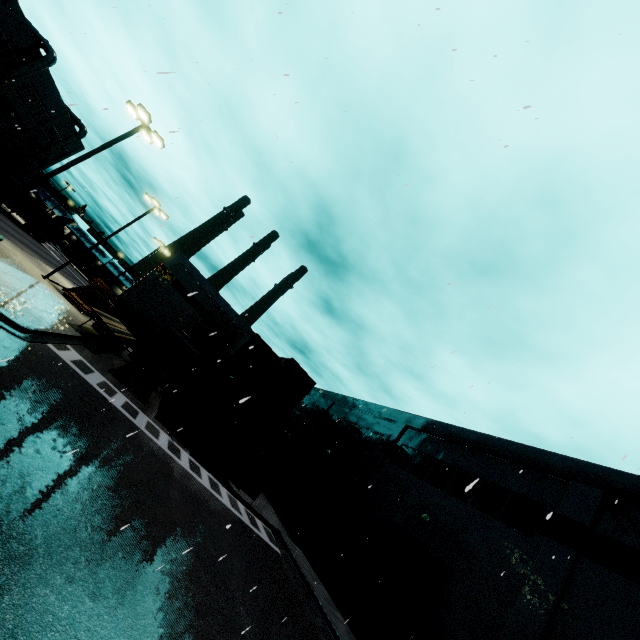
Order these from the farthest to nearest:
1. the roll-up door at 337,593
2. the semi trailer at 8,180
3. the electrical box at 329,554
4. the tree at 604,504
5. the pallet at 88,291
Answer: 1. the semi trailer at 8,180
2. the pallet at 88,291
3. the electrical box at 329,554
4. the roll-up door at 337,593
5. the tree at 604,504

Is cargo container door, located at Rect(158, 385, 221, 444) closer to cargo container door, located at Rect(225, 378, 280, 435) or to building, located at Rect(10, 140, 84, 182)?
cargo container door, located at Rect(225, 378, 280, 435)

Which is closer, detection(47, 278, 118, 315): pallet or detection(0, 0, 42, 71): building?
detection(47, 278, 118, 315): pallet

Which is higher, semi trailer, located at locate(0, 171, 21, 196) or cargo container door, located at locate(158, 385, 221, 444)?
semi trailer, located at locate(0, 171, 21, 196)

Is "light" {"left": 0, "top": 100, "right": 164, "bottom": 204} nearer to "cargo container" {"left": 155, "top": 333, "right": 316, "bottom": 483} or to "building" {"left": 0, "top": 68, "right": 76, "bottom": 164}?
"cargo container" {"left": 155, "top": 333, "right": 316, "bottom": 483}

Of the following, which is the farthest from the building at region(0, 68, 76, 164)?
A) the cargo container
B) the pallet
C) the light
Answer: the light

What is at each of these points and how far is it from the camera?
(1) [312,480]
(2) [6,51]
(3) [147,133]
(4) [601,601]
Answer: (1) roll-up door, 24.8 meters
(2) building, 33.7 meters
(3) light, 17.5 meters
(4) building, 9.8 meters

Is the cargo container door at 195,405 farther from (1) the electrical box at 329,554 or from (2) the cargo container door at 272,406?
(1) the electrical box at 329,554
